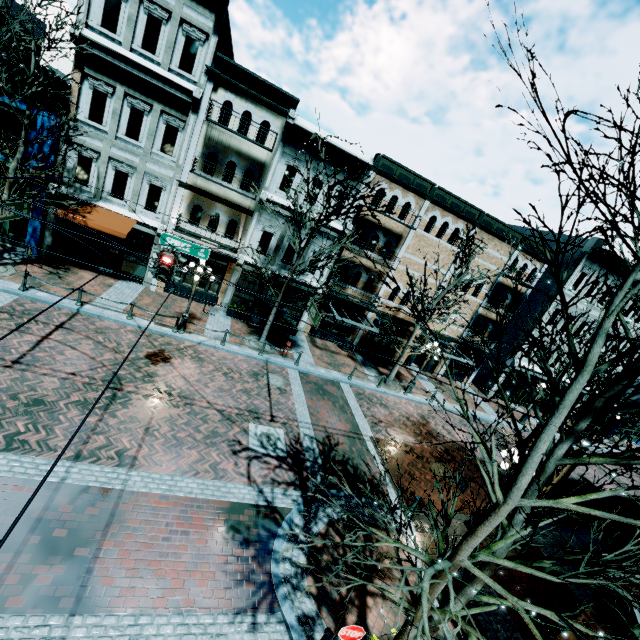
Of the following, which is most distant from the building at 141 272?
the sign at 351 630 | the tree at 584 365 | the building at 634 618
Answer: the sign at 351 630

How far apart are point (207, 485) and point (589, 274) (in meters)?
28.14

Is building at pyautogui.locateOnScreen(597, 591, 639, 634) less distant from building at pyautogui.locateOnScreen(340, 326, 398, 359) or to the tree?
the tree

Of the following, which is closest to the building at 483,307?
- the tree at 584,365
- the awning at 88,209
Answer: the awning at 88,209

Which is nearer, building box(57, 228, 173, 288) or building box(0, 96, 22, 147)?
building box(0, 96, 22, 147)

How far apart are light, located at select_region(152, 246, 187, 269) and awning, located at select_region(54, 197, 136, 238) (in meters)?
7.84

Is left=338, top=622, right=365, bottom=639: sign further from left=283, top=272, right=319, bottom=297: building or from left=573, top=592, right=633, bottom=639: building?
left=283, top=272, right=319, bottom=297: building
